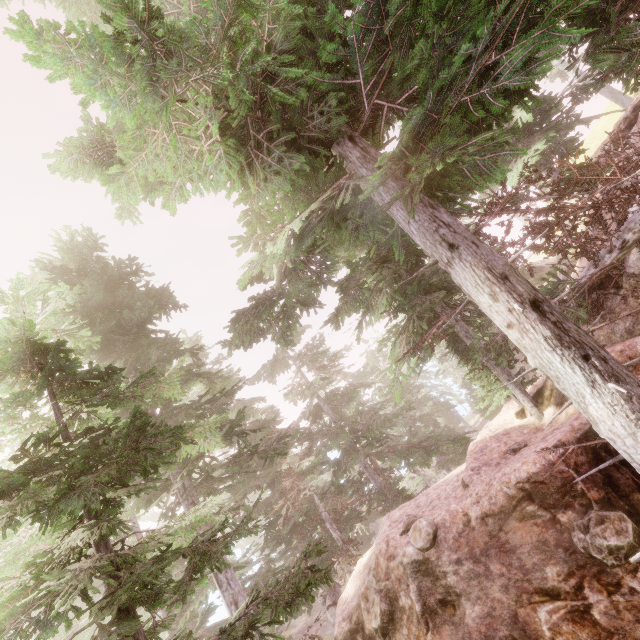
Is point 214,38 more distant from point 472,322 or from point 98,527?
point 472,322

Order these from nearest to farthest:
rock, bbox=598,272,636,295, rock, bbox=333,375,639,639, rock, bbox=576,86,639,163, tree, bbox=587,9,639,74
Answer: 1. tree, bbox=587,9,639,74
2. rock, bbox=333,375,639,639
3. rock, bbox=598,272,636,295
4. rock, bbox=576,86,639,163

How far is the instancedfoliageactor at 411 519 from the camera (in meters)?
7.23

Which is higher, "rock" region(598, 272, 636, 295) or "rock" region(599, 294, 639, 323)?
"rock" region(598, 272, 636, 295)

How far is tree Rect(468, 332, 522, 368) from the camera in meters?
7.2 m

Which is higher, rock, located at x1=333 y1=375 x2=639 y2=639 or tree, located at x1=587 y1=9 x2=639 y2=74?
tree, located at x1=587 y1=9 x2=639 y2=74

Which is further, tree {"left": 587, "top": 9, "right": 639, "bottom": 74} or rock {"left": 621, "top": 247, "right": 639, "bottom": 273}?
rock {"left": 621, "top": 247, "right": 639, "bottom": 273}

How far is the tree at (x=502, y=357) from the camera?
7.18m
